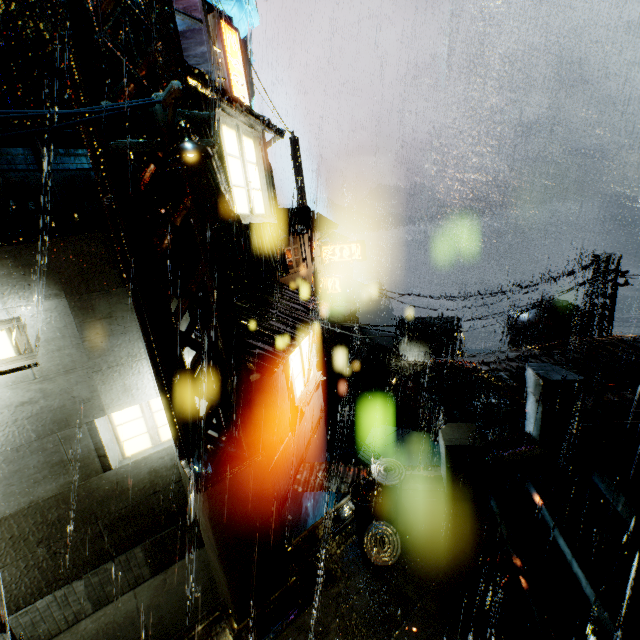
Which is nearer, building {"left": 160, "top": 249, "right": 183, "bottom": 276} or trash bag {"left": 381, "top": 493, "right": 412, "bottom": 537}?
building {"left": 160, "top": 249, "right": 183, "bottom": 276}

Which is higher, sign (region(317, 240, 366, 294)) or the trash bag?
sign (region(317, 240, 366, 294))

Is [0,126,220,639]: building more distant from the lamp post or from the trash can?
the lamp post

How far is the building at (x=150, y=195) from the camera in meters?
5.8

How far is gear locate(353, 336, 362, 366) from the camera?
56.8m

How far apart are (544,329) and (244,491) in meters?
19.3 m

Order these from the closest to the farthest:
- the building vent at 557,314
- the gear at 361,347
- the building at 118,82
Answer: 1. the building at 118,82
2. the building vent at 557,314
3. the gear at 361,347

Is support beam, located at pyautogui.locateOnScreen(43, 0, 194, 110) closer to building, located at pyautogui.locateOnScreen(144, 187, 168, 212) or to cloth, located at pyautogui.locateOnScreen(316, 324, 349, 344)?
building, located at pyautogui.locateOnScreen(144, 187, 168, 212)
